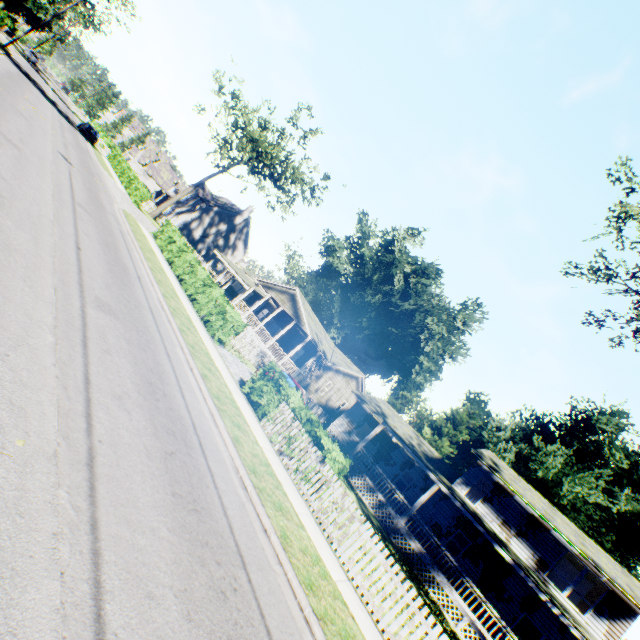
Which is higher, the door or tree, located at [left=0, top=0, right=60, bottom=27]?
tree, located at [left=0, top=0, right=60, bottom=27]

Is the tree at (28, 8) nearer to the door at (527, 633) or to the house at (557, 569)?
the house at (557, 569)

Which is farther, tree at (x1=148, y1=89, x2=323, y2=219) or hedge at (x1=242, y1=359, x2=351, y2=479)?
tree at (x1=148, y1=89, x2=323, y2=219)

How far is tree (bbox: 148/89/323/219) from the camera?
34.47m

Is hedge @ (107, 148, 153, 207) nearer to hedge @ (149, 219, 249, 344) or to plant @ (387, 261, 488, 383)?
hedge @ (149, 219, 249, 344)

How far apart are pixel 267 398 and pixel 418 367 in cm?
4587

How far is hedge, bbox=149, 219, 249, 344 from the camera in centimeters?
1608cm

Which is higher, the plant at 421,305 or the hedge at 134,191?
the plant at 421,305
